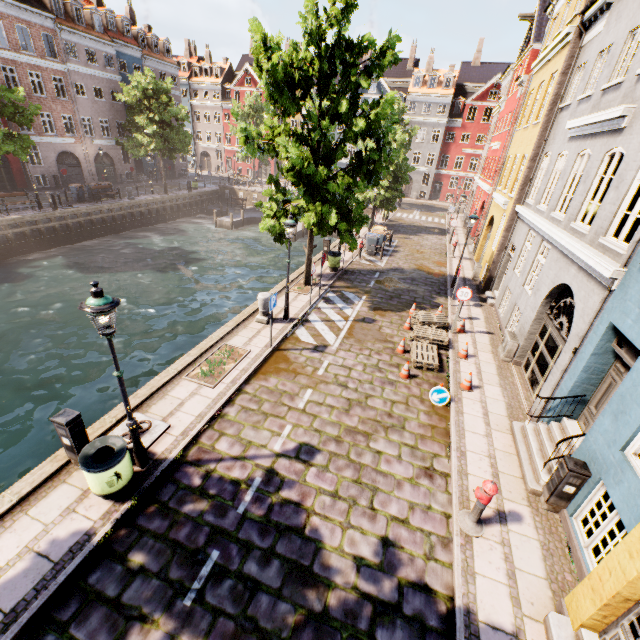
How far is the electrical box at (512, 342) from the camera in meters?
10.8 m

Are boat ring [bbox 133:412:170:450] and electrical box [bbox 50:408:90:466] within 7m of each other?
yes

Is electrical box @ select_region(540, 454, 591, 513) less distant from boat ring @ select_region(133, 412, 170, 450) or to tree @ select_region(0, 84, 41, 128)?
boat ring @ select_region(133, 412, 170, 450)

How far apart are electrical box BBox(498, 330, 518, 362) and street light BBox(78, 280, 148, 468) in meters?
11.0 m

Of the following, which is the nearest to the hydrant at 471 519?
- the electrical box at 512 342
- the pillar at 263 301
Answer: the electrical box at 512 342

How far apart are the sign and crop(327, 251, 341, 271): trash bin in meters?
9.9 m

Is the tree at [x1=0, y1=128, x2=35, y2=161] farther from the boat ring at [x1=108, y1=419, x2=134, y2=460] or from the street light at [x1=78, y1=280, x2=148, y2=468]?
the boat ring at [x1=108, y1=419, x2=134, y2=460]

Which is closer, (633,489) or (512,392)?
(633,489)
